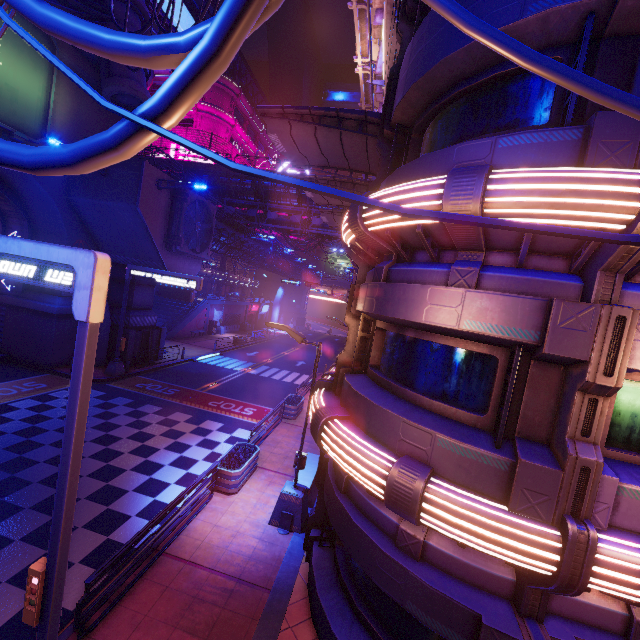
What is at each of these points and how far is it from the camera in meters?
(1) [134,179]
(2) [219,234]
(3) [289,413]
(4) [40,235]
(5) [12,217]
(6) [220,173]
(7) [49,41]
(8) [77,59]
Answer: (1) walkway, 18.6
(2) walkway, 29.8
(3) plant holder, 18.5
(4) wall arch, 20.3
(5) tunnel, 20.5
(6) walkway, 33.9
(7) sign, 16.6
(8) wall arch, 18.3

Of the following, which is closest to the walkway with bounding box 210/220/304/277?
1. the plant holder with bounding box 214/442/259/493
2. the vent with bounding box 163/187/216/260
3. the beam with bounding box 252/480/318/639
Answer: the vent with bounding box 163/187/216/260

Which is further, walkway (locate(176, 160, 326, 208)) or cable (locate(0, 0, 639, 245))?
walkway (locate(176, 160, 326, 208))

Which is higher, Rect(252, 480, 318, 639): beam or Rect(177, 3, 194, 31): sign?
Rect(177, 3, 194, 31): sign

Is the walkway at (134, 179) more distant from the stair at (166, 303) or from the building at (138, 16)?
the stair at (166, 303)

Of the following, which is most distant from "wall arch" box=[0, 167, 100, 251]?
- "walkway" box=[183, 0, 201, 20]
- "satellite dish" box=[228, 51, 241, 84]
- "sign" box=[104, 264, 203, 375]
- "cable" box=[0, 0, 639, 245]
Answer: "satellite dish" box=[228, 51, 241, 84]

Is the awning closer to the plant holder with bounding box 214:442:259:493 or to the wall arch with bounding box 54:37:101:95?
the plant holder with bounding box 214:442:259:493

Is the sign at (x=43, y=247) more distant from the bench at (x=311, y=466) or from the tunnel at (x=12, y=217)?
the tunnel at (x=12, y=217)
